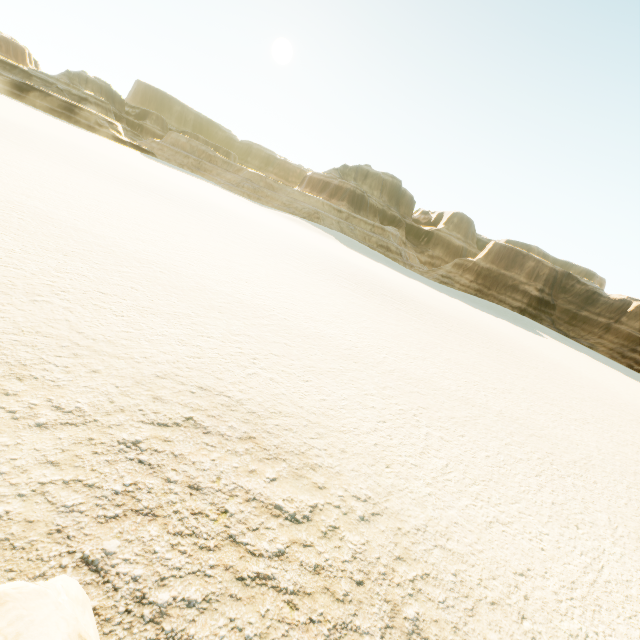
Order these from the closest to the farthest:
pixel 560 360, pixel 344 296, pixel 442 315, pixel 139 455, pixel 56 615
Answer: pixel 56 615, pixel 139 455, pixel 344 296, pixel 442 315, pixel 560 360
